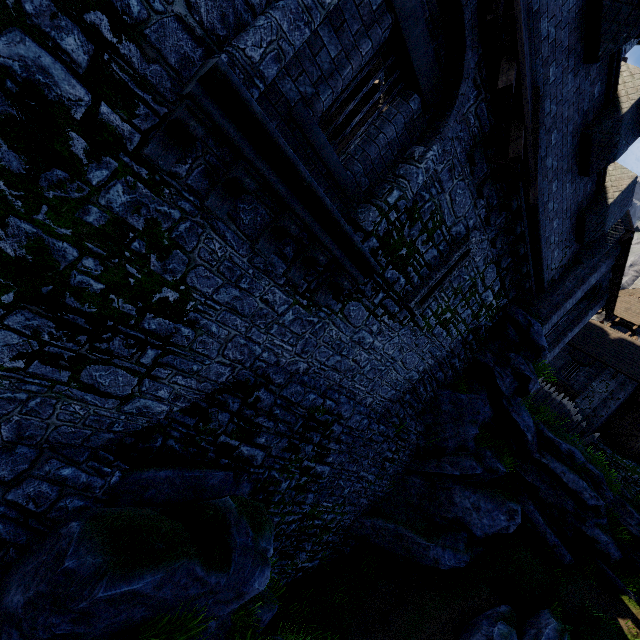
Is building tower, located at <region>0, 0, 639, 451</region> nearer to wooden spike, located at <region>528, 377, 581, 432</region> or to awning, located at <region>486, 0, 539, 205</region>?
awning, located at <region>486, 0, 539, 205</region>

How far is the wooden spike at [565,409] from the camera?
17.7m

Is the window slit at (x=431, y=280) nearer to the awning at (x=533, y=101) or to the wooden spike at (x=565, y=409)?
the awning at (x=533, y=101)

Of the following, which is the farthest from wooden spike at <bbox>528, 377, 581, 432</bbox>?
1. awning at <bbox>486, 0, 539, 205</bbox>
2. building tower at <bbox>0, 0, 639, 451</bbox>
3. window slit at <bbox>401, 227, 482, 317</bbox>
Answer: awning at <bbox>486, 0, 539, 205</bbox>

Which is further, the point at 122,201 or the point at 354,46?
the point at 354,46

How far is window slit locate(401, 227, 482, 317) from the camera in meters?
8.2

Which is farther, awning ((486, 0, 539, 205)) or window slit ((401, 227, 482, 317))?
window slit ((401, 227, 482, 317))

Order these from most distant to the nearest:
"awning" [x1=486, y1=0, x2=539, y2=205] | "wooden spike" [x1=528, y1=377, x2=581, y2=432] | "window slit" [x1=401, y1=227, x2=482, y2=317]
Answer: "wooden spike" [x1=528, y1=377, x2=581, y2=432] < "window slit" [x1=401, y1=227, x2=482, y2=317] < "awning" [x1=486, y1=0, x2=539, y2=205]
